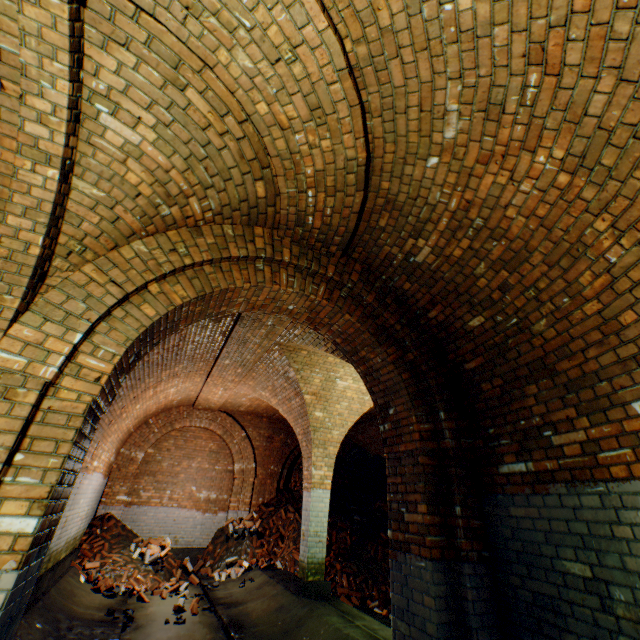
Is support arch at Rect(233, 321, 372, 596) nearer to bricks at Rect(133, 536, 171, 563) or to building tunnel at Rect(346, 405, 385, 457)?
building tunnel at Rect(346, 405, 385, 457)

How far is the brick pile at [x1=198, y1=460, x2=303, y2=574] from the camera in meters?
9.2 m

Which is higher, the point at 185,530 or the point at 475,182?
the point at 475,182

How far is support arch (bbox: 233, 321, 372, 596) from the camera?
6.41m

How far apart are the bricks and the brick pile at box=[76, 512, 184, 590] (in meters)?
0.01

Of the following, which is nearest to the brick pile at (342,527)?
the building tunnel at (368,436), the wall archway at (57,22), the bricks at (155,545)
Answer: the building tunnel at (368,436)

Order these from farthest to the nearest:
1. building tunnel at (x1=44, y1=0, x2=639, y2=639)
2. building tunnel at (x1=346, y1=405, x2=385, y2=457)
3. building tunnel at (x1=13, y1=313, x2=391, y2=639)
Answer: building tunnel at (x1=346, y1=405, x2=385, y2=457)
building tunnel at (x1=13, y1=313, x2=391, y2=639)
building tunnel at (x1=44, y1=0, x2=639, y2=639)

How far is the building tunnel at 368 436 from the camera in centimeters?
1090cm
